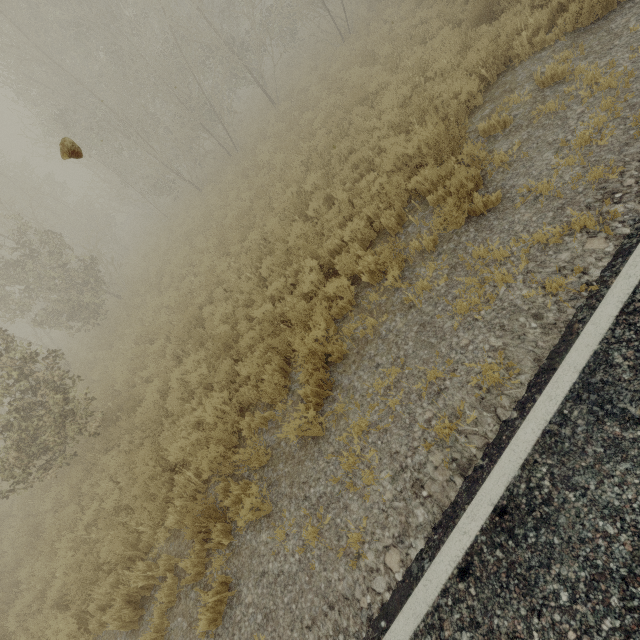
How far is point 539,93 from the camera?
5.4m
